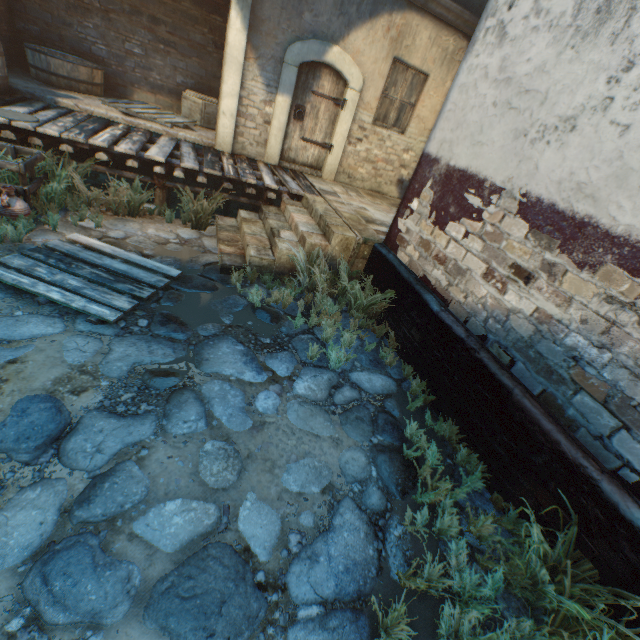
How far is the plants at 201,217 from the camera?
5.5m

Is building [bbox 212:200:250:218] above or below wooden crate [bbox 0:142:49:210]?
below

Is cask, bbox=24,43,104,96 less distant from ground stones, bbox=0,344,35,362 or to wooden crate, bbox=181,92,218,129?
wooden crate, bbox=181,92,218,129

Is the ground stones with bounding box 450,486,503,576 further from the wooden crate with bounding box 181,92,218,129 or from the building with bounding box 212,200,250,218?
the wooden crate with bounding box 181,92,218,129

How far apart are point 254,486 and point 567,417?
2.6 meters

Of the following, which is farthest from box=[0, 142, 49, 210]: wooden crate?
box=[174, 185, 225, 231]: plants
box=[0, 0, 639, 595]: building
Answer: box=[0, 0, 639, 595]: building

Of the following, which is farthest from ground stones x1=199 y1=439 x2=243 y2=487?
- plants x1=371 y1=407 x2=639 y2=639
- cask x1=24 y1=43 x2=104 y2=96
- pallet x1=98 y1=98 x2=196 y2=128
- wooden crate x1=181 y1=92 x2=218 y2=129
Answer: cask x1=24 y1=43 x2=104 y2=96

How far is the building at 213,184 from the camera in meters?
7.3
